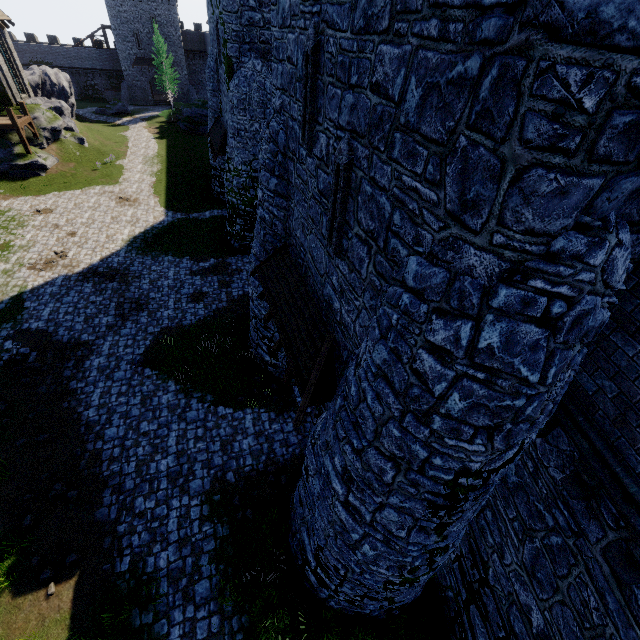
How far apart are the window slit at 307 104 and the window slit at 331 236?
1.3m

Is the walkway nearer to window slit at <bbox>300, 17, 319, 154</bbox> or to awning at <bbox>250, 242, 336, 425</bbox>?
awning at <bbox>250, 242, 336, 425</bbox>

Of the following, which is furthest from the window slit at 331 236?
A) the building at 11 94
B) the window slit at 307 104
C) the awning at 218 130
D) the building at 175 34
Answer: the building at 175 34

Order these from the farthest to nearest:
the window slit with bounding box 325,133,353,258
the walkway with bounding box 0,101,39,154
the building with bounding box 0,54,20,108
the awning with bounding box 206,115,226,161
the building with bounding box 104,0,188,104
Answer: the building with bounding box 104,0,188,104 < the building with bounding box 0,54,20,108 < the walkway with bounding box 0,101,39,154 < the awning with bounding box 206,115,226,161 < the window slit with bounding box 325,133,353,258

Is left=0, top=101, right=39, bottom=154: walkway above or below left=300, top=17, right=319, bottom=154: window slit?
below

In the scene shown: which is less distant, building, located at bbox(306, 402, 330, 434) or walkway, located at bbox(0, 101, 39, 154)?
building, located at bbox(306, 402, 330, 434)

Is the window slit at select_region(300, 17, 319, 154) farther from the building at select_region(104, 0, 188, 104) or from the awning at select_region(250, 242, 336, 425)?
the building at select_region(104, 0, 188, 104)

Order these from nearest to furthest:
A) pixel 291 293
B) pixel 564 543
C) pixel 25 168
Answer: pixel 564 543 → pixel 291 293 → pixel 25 168
